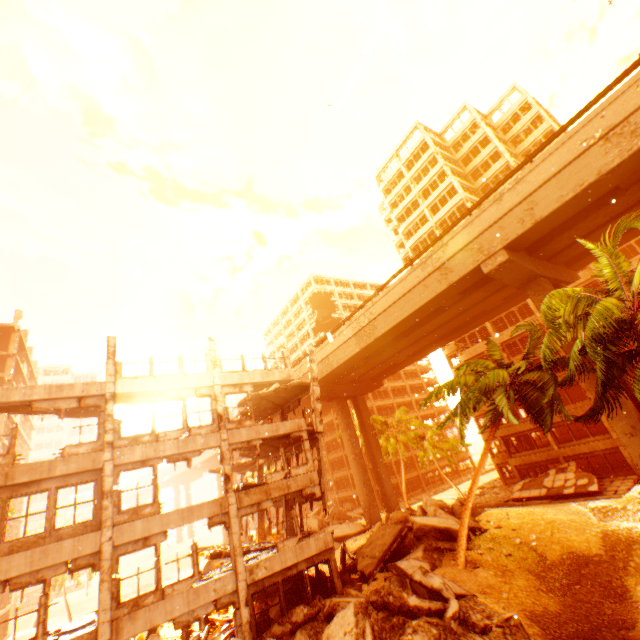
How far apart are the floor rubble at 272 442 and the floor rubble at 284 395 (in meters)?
2.48

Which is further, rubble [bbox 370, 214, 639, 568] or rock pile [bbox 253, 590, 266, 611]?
rock pile [bbox 253, 590, 266, 611]

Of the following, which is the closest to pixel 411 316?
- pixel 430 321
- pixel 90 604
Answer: pixel 430 321

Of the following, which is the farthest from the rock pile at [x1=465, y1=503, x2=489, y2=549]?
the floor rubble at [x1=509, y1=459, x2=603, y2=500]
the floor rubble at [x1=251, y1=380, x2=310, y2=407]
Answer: the floor rubble at [x1=251, y1=380, x2=310, y2=407]

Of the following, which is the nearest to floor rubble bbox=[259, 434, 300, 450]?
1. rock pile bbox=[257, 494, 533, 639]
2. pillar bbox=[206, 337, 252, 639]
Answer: pillar bbox=[206, 337, 252, 639]

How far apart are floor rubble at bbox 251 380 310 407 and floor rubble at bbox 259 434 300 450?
2.5m

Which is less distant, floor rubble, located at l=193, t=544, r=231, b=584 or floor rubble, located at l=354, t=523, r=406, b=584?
floor rubble, located at l=193, t=544, r=231, b=584

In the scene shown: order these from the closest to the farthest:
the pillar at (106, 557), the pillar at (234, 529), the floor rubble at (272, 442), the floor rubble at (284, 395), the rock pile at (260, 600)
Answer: the pillar at (106, 557)
the pillar at (234, 529)
the rock pile at (260, 600)
the floor rubble at (272, 442)
the floor rubble at (284, 395)
